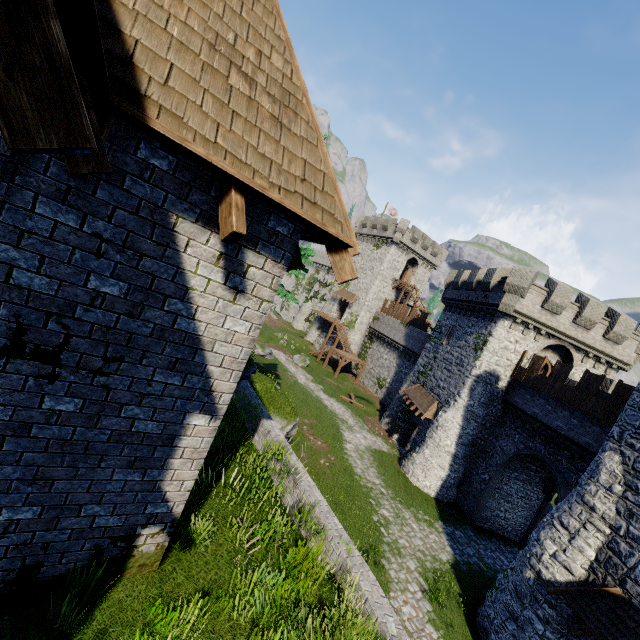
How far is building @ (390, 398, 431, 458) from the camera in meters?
26.1 m

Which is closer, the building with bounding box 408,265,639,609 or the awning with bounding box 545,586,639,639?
the awning with bounding box 545,586,639,639

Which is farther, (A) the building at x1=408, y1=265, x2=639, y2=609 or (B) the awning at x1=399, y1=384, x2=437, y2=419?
(B) the awning at x1=399, y1=384, x2=437, y2=419

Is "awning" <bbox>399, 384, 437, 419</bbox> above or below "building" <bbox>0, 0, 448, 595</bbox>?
below

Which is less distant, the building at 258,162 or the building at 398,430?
the building at 258,162

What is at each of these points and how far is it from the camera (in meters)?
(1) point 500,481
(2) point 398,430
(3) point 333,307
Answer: (1) building, 21.39
(2) building, 30.03
(3) building, 52.41

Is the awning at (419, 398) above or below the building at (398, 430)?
above

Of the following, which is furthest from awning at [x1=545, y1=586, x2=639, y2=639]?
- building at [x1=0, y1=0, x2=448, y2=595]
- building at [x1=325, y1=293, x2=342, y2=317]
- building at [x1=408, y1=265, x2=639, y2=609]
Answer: building at [x1=325, y1=293, x2=342, y2=317]
